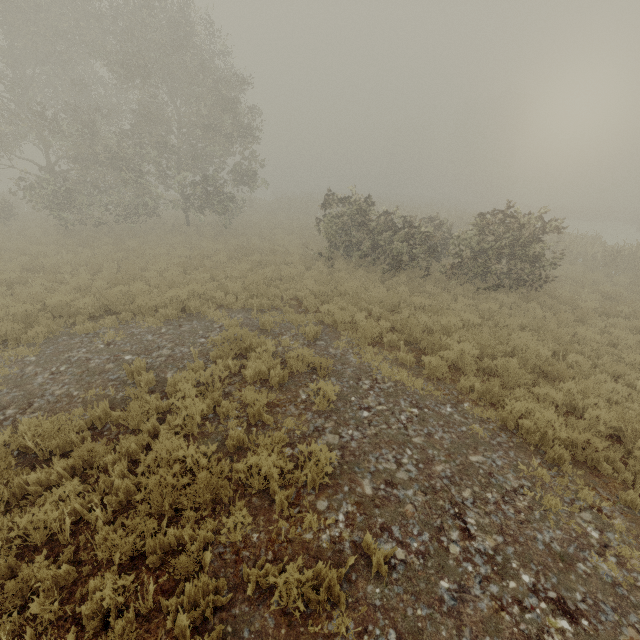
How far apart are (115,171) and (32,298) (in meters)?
15.94
